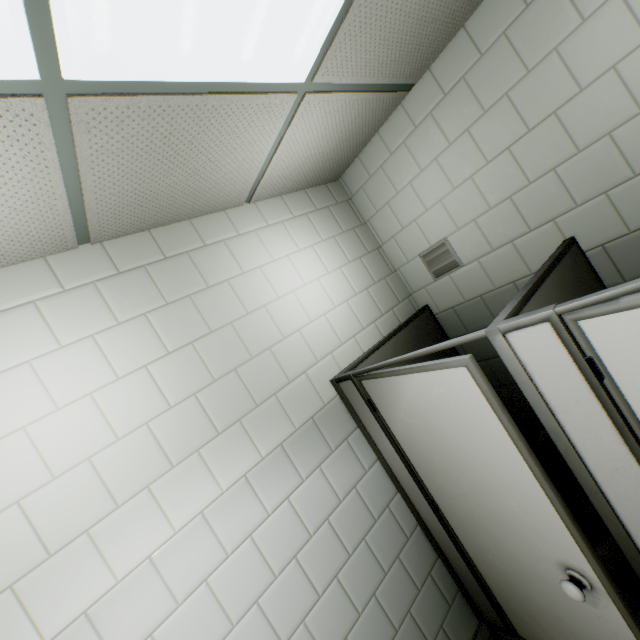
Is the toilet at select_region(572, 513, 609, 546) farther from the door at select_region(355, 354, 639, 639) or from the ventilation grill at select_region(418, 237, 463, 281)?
the ventilation grill at select_region(418, 237, 463, 281)

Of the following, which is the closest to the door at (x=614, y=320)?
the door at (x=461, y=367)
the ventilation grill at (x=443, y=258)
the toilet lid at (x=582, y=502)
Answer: the door at (x=461, y=367)

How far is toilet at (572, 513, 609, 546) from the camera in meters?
2.1 m

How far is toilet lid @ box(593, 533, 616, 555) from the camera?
1.8 meters

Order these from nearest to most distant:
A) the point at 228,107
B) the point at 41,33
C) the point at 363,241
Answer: the point at 41,33 → the point at 228,107 → the point at 363,241

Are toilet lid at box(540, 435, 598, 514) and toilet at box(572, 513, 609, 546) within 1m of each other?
yes

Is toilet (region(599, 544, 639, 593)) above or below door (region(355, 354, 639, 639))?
below

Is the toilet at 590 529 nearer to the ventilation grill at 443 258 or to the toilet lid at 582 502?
the toilet lid at 582 502
